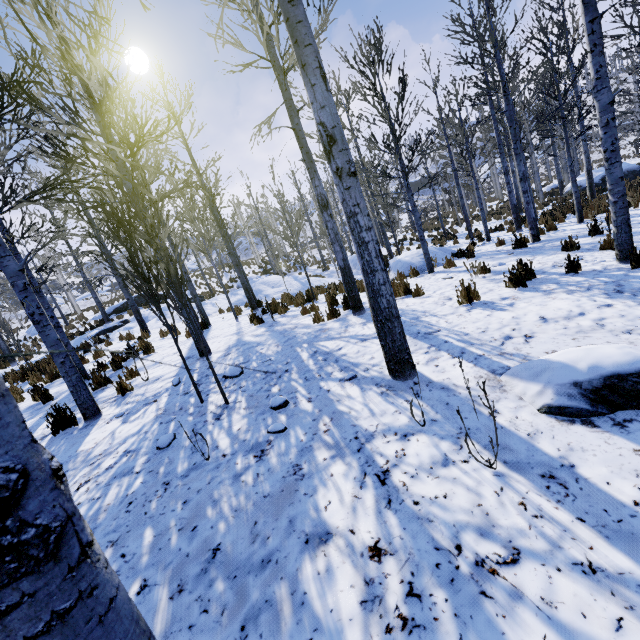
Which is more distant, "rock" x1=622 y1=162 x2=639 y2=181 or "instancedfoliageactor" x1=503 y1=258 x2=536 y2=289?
"rock" x1=622 y1=162 x2=639 y2=181

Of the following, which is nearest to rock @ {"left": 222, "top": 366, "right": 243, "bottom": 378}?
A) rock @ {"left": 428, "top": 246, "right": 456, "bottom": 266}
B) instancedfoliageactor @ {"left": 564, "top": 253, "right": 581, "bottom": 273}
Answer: rock @ {"left": 428, "top": 246, "right": 456, "bottom": 266}

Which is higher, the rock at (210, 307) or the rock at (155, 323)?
the rock at (155, 323)

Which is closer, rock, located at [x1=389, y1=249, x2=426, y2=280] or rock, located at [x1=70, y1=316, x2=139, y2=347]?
rock, located at [x1=389, y1=249, x2=426, y2=280]

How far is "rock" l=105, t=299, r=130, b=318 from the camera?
25.5 meters

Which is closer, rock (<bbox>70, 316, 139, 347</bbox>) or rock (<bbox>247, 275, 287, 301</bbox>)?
rock (<bbox>70, 316, 139, 347</bbox>)

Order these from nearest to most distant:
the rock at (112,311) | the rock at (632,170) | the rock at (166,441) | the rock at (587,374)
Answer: the rock at (587,374), the rock at (166,441), the rock at (632,170), the rock at (112,311)

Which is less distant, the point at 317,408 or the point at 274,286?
the point at 317,408
